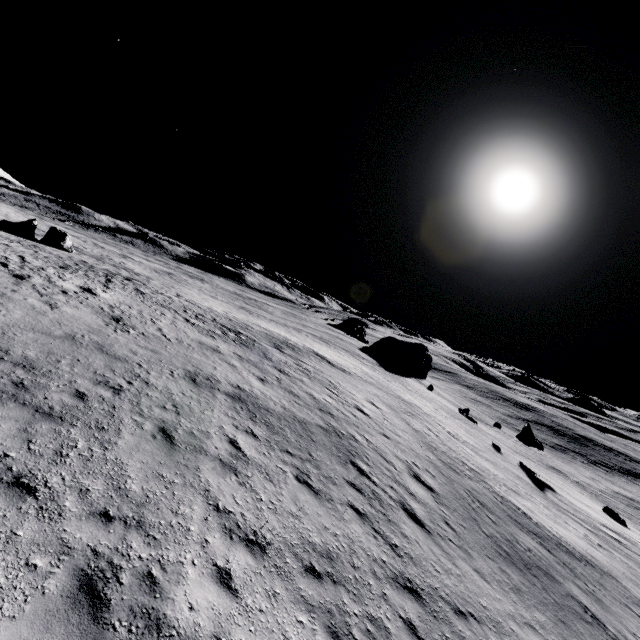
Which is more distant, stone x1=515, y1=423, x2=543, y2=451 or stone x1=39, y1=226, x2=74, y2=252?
stone x1=515, y1=423, x2=543, y2=451

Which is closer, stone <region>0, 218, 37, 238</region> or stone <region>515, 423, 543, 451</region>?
stone <region>0, 218, 37, 238</region>

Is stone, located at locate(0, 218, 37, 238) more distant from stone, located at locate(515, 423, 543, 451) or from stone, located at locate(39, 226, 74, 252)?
stone, located at locate(515, 423, 543, 451)

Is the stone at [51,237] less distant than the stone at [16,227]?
No

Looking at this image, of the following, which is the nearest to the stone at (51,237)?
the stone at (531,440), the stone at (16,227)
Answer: the stone at (16,227)

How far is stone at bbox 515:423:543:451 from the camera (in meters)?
34.75

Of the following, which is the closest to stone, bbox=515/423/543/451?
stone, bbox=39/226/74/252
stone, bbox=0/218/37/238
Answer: stone, bbox=39/226/74/252

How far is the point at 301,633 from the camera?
5.3m
